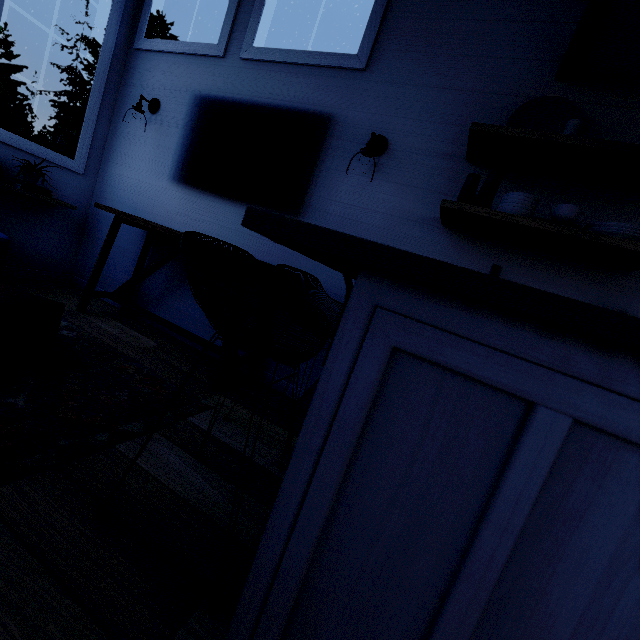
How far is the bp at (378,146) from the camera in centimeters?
216cm

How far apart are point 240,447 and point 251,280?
0.9 meters

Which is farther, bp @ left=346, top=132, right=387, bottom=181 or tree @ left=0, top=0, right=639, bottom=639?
bp @ left=346, top=132, right=387, bottom=181

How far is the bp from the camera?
2.2m

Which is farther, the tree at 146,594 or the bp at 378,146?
the bp at 378,146
